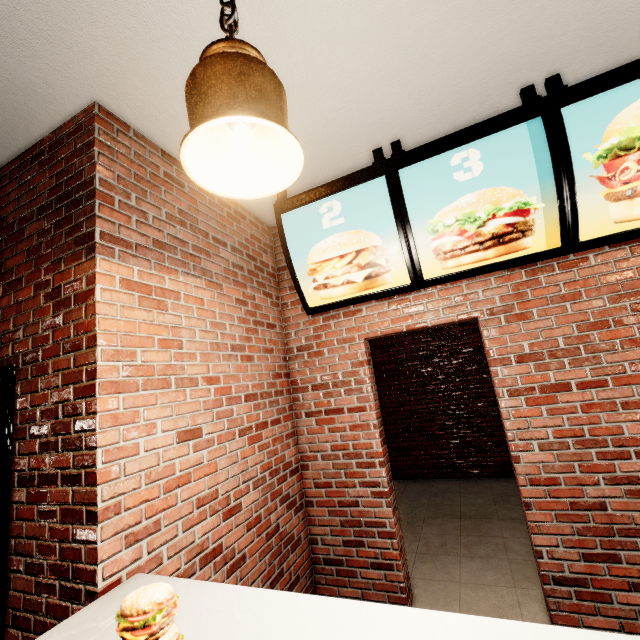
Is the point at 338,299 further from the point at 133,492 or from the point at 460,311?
the point at 133,492
